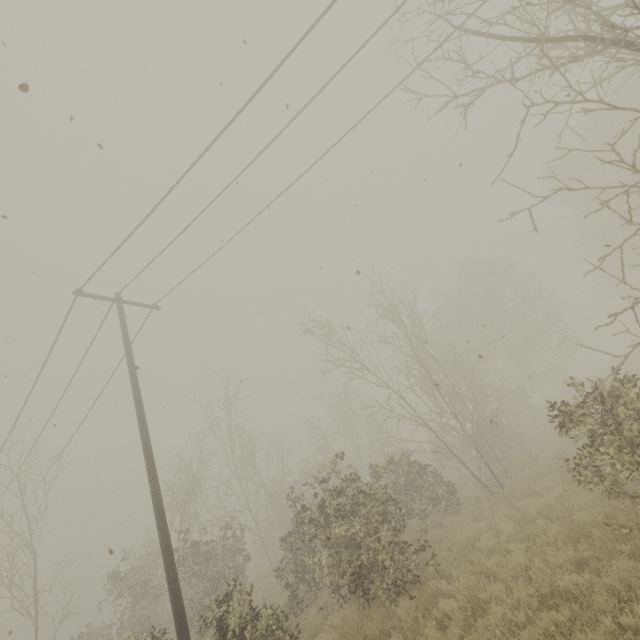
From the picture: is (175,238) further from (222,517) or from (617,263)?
(617,263)

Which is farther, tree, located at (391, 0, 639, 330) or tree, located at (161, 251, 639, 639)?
tree, located at (161, 251, 639, 639)

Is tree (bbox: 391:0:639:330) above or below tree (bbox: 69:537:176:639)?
above

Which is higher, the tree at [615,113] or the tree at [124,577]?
the tree at [615,113]

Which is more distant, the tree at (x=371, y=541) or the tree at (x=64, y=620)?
the tree at (x=64, y=620)

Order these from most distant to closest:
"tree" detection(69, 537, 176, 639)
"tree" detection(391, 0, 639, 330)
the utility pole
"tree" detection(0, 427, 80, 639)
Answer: "tree" detection(69, 537, 176, 639) < "tree" detection(0, 427, 80, 639) < the utility pole < "tree" detection(391, 0, 639, 330)

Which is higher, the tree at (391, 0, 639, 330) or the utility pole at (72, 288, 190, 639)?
the tree at (391, 0, 639, 330)
